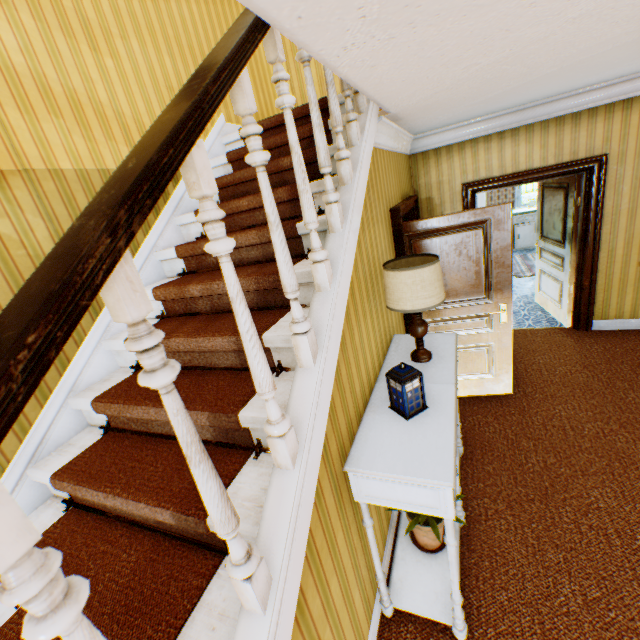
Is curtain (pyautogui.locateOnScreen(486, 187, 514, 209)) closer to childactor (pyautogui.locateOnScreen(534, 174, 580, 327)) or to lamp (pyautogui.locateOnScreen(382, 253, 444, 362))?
childactor (pyautogui.locateOnScreen(534, 174, 580, 327))

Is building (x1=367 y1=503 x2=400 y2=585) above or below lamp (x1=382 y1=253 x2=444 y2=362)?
below

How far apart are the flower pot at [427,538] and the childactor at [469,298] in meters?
1.8 m

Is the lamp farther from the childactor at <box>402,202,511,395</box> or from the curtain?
the curtain

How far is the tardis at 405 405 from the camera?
1.9 meters

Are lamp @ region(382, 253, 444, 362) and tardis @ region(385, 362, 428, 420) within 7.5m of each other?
yes

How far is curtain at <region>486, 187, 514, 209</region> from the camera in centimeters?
941cm

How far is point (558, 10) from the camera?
1.4m
